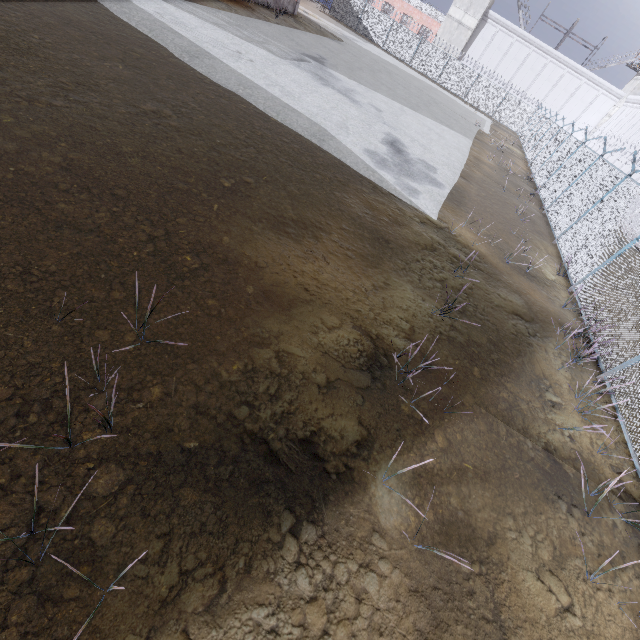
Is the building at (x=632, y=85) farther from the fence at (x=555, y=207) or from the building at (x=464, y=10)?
the building at (x=464, y=10)

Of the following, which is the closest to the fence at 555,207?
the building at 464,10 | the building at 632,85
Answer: the building at 464,10

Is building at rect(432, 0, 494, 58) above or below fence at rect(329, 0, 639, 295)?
above

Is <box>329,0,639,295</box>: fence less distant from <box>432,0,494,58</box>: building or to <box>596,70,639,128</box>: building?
<box>432,0,494,58</box>: building

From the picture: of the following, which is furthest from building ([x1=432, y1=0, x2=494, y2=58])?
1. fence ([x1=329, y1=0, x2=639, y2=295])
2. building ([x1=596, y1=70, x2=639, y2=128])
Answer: building ([x1=596, y1=70, x2=639, y2=128])

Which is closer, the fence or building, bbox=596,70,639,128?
the fence

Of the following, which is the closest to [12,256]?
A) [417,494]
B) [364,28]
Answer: [417,494]
